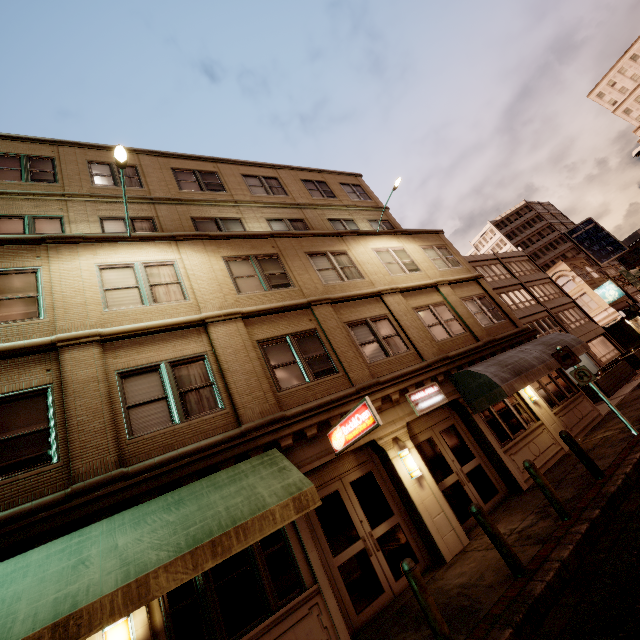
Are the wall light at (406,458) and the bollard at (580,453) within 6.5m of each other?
yes

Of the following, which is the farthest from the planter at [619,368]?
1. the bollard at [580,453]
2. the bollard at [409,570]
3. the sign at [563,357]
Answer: the bollard at [409,570]

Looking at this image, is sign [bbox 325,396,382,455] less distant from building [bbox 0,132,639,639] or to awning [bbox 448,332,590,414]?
building [bbox 0,132,639,639]

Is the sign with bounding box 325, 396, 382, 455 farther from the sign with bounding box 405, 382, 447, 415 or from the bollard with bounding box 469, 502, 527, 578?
the sign with bounding box 405, 382, 447, 415

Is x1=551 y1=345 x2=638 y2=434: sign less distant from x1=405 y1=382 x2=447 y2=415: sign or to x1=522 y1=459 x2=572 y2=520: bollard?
x1=405 y1=382 x2=447 y2=415: sign

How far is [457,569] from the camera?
7.14m

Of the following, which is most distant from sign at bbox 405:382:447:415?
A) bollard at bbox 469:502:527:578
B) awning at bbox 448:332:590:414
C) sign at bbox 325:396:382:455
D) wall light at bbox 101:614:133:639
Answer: wall light at bbox 101:614:133:639

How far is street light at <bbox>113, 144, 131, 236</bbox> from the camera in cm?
848
